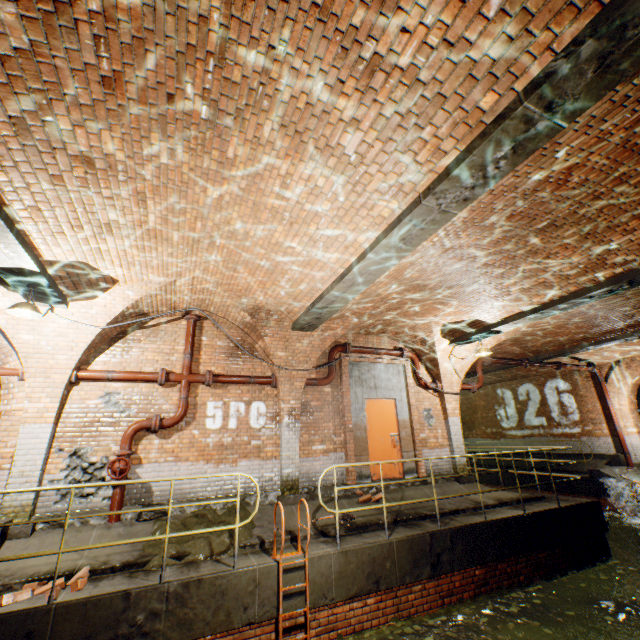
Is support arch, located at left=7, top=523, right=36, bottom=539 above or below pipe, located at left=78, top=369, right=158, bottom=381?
below

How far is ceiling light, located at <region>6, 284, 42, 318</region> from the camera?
4.89m

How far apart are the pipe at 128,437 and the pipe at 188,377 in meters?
0.2

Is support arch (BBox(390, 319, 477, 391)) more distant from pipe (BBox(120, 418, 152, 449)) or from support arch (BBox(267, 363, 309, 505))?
pipe (BBox(120, 418, 152, 449))

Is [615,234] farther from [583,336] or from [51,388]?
[51,388]

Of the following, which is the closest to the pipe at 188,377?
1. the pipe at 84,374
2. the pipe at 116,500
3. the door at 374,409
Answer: the pipe at 84,374

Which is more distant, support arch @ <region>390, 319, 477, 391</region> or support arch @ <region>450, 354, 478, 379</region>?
support arch @ <region>450, 354, 478, 379</region>

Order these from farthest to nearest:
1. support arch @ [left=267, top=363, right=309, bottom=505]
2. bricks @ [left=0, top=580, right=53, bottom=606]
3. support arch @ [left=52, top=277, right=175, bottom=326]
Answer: support arch @ [left=267, top=363, right=309, bottom=505], support arch @ [left=52, top=277, right=175, bottom=326], bricks @ [left=0, top=580, right=53, bottom=606]
